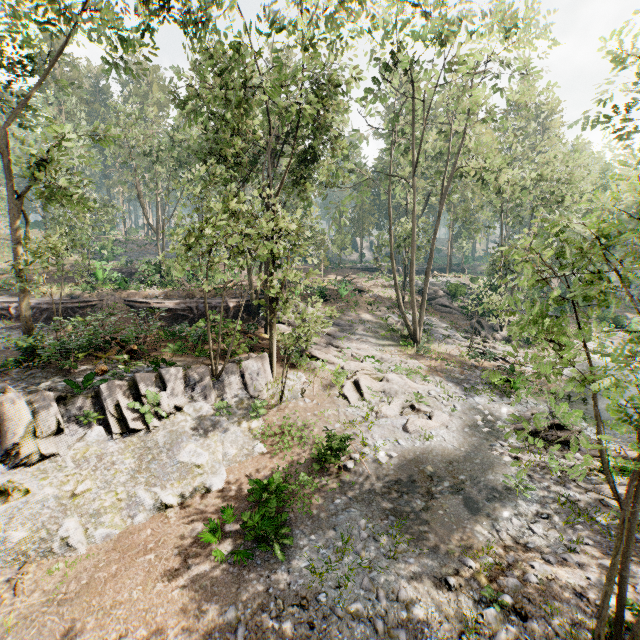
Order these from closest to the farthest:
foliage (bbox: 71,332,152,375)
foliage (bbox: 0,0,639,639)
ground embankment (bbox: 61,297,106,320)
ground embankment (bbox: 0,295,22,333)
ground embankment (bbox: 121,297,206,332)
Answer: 1. foliage (bbox: 0,0,639,639)
2. foliage (bbox: 71,332,152,375)
3. ground embankment (bbox: 121,297,206,332)
4. ground embankment (bbox: 0,295,22,333)
5. ground embankment (bbox: 61,297,106,320)

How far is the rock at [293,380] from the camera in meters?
16.4

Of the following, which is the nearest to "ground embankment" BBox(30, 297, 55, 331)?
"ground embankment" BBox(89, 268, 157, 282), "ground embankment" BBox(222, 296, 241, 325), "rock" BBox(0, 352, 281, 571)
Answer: "ground embankment" BBox(222, 296, 241, 325)

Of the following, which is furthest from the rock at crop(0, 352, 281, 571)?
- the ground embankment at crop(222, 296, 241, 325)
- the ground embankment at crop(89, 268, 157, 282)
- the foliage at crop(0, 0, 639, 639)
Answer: the ground embankment at crop(89, 268, 157, 282)

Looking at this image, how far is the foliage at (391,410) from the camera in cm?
1489

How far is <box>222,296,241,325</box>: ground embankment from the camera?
18.7m

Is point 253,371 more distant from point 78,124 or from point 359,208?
point 359,208

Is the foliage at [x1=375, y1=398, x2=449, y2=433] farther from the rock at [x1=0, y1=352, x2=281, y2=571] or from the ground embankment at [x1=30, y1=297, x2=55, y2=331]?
the ground embankment at [x1=30, y1=297, x2=55, y2=331]
